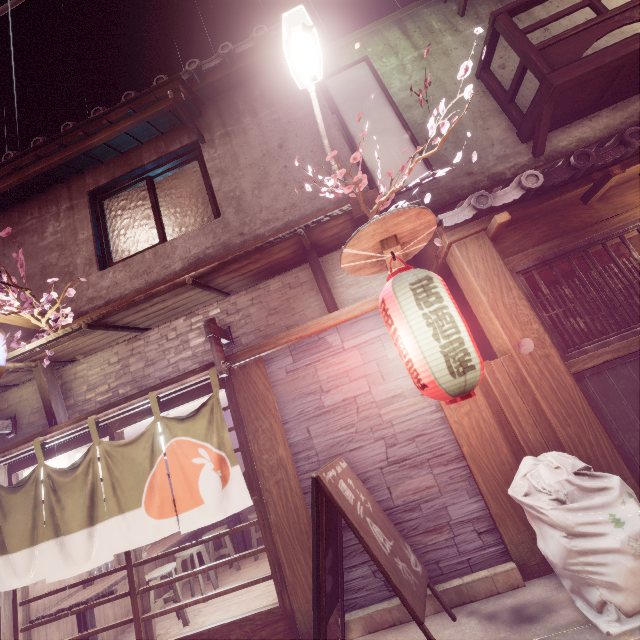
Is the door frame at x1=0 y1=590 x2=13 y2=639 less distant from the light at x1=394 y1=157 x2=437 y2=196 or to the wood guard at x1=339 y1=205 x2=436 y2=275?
the wood guard at x1=339 y1=205 x2=436 y2=275

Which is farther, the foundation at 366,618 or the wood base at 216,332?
the wood base at 216,332

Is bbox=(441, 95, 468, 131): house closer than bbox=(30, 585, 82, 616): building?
No

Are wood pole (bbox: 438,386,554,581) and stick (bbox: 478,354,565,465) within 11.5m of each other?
yes

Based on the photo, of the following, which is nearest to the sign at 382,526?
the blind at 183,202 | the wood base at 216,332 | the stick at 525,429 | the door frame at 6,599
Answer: the door frame at 6,599

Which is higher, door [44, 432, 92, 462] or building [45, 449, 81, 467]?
building [45, 449, 81, 467]

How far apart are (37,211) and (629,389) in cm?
1582

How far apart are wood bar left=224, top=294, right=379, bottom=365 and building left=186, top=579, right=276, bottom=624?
5.8 meters
